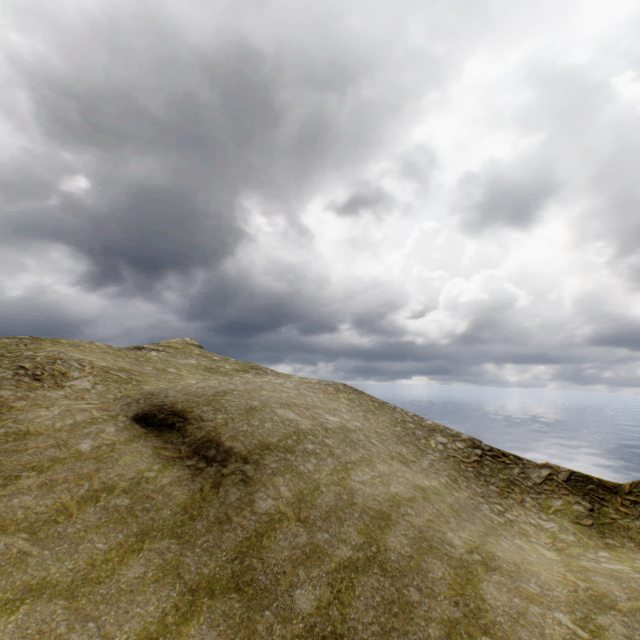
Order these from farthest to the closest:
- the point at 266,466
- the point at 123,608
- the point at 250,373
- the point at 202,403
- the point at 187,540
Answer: the point at 250,373 < the point at 202,403 < the point at 266,466 < the point at 187,540 < the point at 123,608
